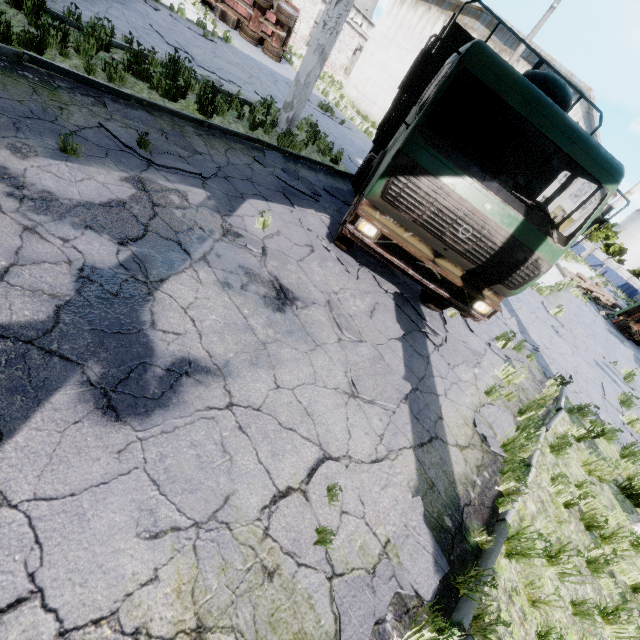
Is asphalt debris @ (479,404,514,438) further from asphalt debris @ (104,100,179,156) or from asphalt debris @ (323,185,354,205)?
asphalt debris @ (104,100,179,156)

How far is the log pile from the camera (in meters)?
25.69

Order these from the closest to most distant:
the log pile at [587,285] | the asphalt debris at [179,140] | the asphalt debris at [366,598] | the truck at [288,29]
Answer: the asphalt debris at [366,598] < the asphalt debris at [179,140] < the truck at [288,29] < the log pile at [587,285]

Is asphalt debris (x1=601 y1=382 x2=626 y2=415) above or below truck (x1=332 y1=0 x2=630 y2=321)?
below

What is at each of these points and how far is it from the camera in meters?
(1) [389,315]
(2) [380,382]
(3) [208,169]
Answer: (1) asphalt debris, 5.7 m
(2) asphalt debris, 4.4 m
(3) asphalt debris, 5.9 m

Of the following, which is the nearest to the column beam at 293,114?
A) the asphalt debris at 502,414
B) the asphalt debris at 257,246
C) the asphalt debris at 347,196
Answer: the asphalt debris at 347,196

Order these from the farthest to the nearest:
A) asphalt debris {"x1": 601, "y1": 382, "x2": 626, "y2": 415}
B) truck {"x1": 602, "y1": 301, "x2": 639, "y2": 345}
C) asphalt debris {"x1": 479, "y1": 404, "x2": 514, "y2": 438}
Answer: truck {"x1": 602, "y1": 301, "x2": 639, "y2": 345} < asphalt debris {"x1": 601, "y1": 382, "x2": 626, "y2": 415} < asphalt debris {"x1": 479, "y1": 404, "x2": 514, "y2": 438}

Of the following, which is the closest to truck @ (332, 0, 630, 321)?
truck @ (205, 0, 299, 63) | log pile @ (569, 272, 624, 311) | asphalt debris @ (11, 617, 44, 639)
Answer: asphalt debris @ (11, 617, 44, 639)
